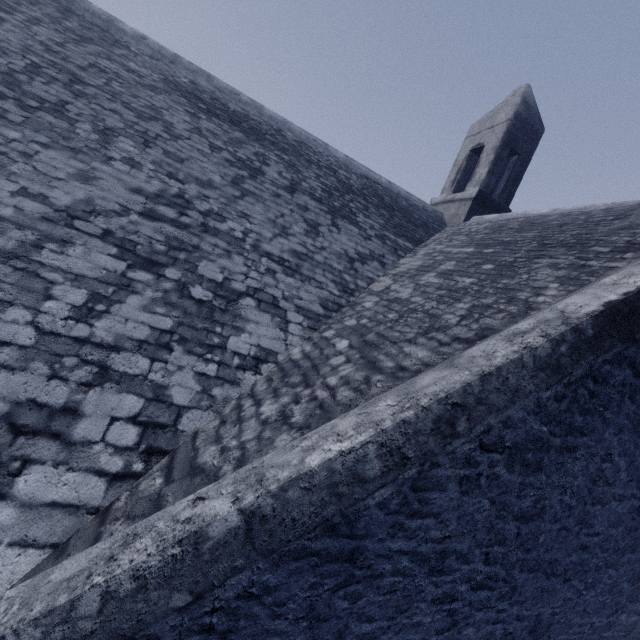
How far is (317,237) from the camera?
5.6 meters
